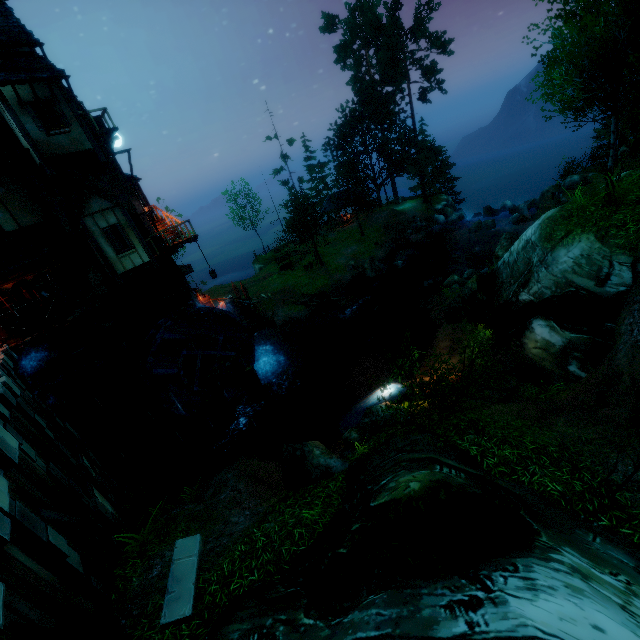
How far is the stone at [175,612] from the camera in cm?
564

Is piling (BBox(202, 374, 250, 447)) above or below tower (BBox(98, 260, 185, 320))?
below

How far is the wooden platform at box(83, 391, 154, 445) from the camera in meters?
17.0

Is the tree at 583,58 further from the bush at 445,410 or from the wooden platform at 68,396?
the wooden platform at 68,396

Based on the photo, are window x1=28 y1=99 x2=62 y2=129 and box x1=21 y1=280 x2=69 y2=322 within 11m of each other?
yes

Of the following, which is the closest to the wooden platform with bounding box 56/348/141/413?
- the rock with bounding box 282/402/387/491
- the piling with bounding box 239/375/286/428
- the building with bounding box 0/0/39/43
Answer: the building with bounding box 0/0/39/43

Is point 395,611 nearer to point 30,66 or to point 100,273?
point 100,273

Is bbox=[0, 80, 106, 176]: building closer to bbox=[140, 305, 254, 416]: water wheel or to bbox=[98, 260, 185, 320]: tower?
bbox=[98, 260, 185, 320]: tower
